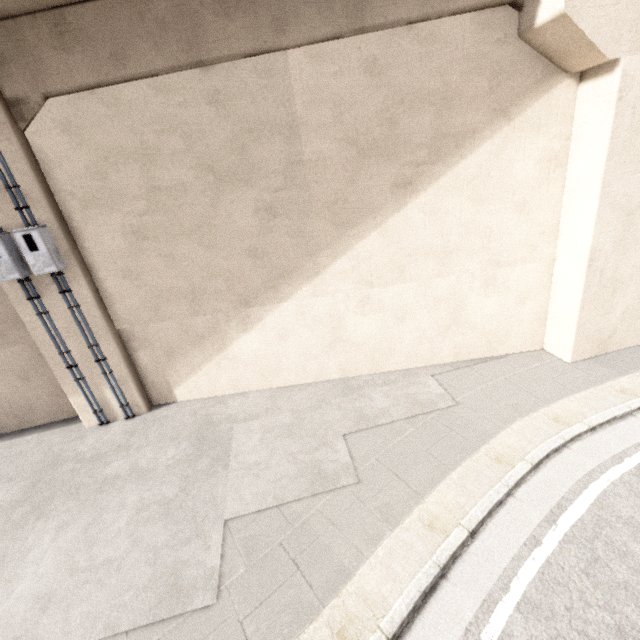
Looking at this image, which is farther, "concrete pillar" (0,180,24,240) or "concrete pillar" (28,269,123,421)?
"concrete pillar" (28,269,123,421)

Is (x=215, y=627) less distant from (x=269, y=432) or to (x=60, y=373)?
(x=269, y=432)

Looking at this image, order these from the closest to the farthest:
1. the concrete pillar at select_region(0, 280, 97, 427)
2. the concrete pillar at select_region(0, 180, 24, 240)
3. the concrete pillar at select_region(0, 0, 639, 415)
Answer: the concrete pillar at select_region(0, 0, 639, 415), the concrete pillar at select_region(0, 180, 24, 240), the concrete pillar at select_region(0, 280, 97, 427)

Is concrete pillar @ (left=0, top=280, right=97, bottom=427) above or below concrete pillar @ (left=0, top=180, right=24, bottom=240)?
below

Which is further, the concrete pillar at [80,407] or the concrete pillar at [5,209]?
the concrete pillar at [80,407]

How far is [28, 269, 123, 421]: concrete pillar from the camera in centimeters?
593cm

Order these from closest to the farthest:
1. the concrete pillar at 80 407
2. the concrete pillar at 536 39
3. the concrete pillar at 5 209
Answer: the concrete pillar at 536 39
the concrete pillar at 5 209
the concrete pillar at 80 407
